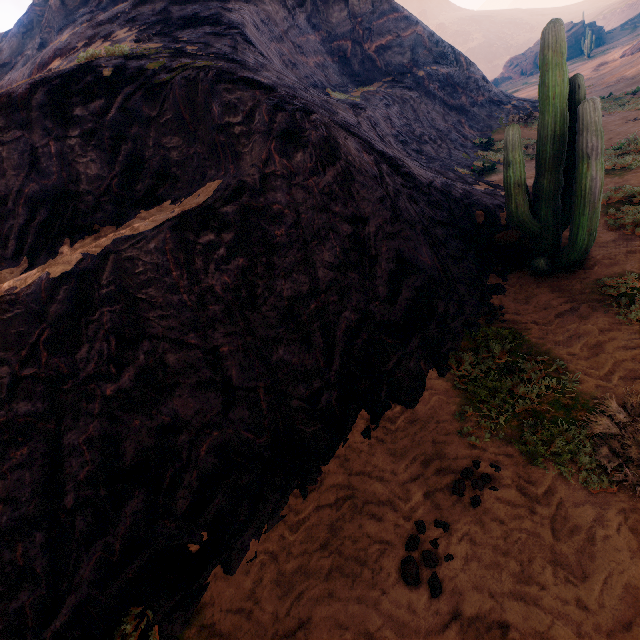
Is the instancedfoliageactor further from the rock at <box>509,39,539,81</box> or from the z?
the rock at <box>509,39,539,81</box>

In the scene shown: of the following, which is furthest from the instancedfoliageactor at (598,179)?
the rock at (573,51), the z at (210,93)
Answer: the rock at (573,51)

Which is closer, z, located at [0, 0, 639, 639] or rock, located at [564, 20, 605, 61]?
z, located at [0, 0, 639, 639]

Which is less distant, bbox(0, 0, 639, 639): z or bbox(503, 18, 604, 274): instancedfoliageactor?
bbox(0, 0, 639, 639): z

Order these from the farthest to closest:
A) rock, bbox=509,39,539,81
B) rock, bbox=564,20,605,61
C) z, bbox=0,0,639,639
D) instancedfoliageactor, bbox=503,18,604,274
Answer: rock, bbox=509,39,539,81 < rock, bbox=564,20,605,61 < instancedfoliageactor, bbox=503,18,604,274 < z, bbox=0,0,639,639

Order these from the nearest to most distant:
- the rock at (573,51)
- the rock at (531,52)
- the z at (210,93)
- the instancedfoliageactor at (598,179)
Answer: the z at (210,93) → the instancedfoliageactor at (598,179) → the rock at (573,51) → the rock at (531,52)

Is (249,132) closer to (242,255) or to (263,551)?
(242,255)
